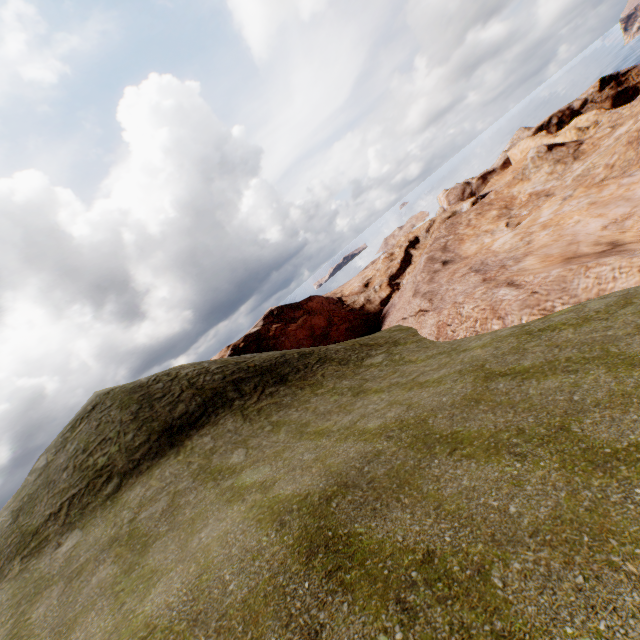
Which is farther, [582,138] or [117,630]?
[582,138]
